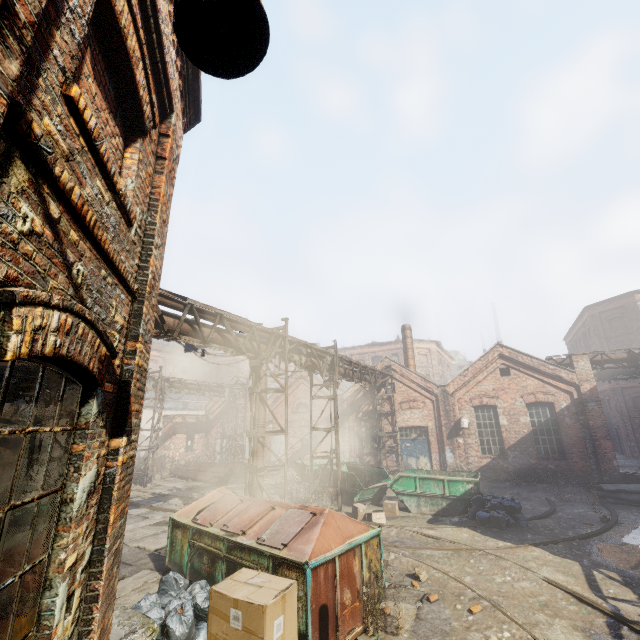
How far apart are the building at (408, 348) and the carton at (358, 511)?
12.3m

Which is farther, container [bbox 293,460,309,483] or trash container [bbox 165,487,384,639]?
container [bbox 293,460,309,483]

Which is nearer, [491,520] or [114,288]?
[114,288]

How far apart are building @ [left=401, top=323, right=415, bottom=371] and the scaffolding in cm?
1520

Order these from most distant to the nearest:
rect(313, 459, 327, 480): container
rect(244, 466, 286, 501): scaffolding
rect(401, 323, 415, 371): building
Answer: rect(401, 323, 415, 371): building < rect(313, 459, 327, 480): container < rect(244, 466, 286, 501): scaffolding

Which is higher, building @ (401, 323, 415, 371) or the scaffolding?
building @ (401, 323, 415, 371)

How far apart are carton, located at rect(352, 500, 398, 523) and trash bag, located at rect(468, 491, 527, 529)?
3.0 meters

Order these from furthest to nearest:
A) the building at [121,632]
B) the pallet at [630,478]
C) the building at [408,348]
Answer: the building at [408,348] < the pallet at [630,478] < the building at [121,632]
